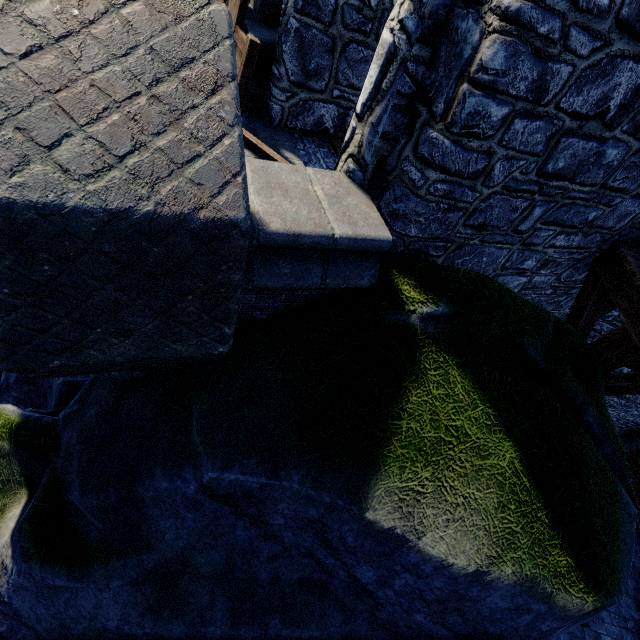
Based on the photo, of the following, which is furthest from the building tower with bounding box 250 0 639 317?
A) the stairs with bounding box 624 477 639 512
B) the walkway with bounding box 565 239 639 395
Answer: the stairs with bounding box 624 477 639 512

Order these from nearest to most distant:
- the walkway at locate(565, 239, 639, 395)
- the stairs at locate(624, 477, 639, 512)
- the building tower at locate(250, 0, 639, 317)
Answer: the building tower at locate(250, 0, 639, 317) → the walkway at locate(565, 239, 639, 395) → the stairs at locate(624, 477, 639, 512)

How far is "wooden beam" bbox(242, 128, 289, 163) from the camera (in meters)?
4.75

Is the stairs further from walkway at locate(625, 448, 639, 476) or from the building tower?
the building tower

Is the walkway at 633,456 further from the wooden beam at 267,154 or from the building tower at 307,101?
the wooden beam at 267,154

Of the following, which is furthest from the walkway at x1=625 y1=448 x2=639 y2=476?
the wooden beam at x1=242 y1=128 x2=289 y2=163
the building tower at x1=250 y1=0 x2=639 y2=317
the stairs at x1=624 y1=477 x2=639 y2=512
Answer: the wooden beam at x1=242 y1=128 x2=289 y2=163

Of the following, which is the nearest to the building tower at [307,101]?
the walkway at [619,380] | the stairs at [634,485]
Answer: the walkway at [619,380]

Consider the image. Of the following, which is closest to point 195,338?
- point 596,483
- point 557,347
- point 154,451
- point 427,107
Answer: point 154,451
